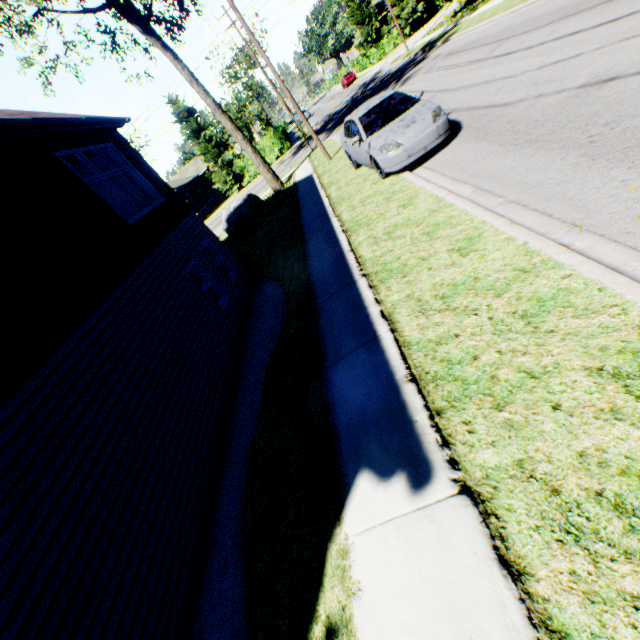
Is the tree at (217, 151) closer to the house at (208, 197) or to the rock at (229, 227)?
the rock at (229, 227)

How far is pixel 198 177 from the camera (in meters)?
49.88

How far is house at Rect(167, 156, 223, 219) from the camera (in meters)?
42.06

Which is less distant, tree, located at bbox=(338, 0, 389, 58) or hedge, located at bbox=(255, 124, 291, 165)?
hedge, located at bbox=(255, 124, 291, 165)

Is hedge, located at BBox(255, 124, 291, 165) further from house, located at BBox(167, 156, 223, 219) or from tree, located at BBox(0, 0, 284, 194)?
house, located at BBox(167, 156, 223, 219)

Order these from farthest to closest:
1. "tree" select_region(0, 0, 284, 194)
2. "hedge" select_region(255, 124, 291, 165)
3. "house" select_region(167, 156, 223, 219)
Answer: "house" select_region(167, 156, 223, 219) < "hedge" select_region(255, 124, 291, 165) < "tree" select_region(0, 0, 284, 194)

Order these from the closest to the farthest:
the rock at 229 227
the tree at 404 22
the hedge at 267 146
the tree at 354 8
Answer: the rock at 229 227
the hedge at 267 146
the tree at 404 22
the tree at 354 8

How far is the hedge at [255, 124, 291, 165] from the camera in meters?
33.5 m
